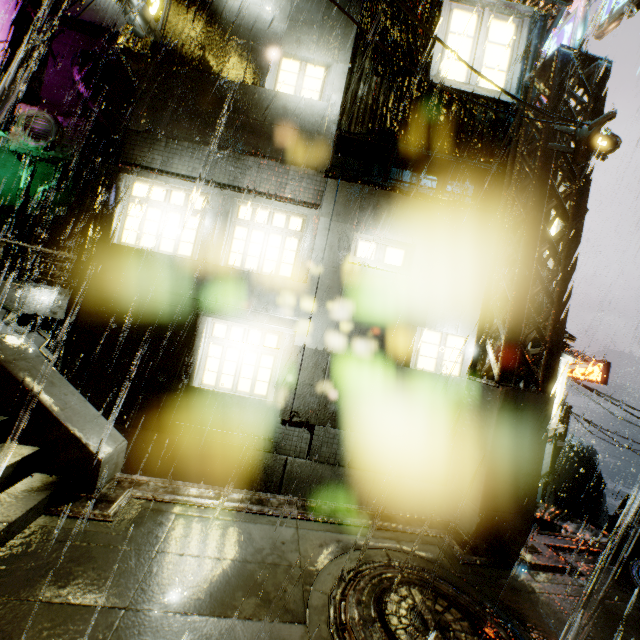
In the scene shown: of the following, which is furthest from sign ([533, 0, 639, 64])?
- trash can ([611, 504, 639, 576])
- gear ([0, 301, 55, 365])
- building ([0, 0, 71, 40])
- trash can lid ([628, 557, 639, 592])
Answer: gear ([0, 301, 55, 365])

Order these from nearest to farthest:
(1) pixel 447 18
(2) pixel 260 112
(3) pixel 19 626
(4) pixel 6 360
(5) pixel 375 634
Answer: (3) pixel 19 626
(5) pixel 375 634
(4) pixel 6 360
(2) pixel 260 112
(1) pixel 447 18

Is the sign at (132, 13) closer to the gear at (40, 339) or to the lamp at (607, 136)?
the gear at (40, 339)

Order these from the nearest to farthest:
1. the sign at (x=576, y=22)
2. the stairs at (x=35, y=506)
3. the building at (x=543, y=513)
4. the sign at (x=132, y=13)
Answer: the stairs at (x=35, y=506)
the sign at (x=576, y=22)
the sign at (x=132, y=13)
the building at (x=543, y=513)

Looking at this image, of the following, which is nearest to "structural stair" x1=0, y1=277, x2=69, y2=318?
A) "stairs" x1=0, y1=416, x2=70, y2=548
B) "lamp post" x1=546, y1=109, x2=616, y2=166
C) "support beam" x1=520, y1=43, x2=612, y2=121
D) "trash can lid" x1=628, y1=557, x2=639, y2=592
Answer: "stairs" x1=0, y1=416, x2=70, y2=548

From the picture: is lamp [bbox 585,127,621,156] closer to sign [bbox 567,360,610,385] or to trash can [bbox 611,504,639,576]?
trash can [bbox 611,504,639,576]

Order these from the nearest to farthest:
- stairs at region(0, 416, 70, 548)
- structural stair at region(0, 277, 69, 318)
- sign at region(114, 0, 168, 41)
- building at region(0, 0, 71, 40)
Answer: stairs at region(0, 416, 70, 548) → sign at region(114, 0, 168, 41) → structural stair at region(0, 277, 69, 318) → building at region(0, 0, 71, 40)

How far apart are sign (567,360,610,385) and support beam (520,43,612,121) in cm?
2123
